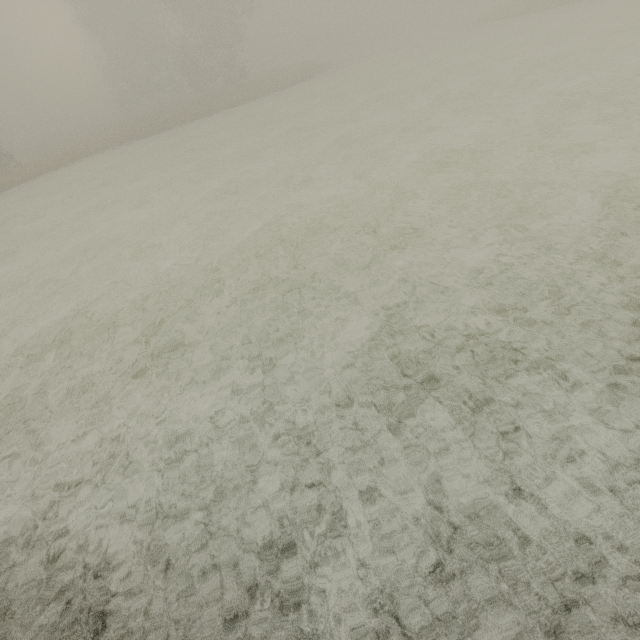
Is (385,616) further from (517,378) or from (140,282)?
(140,282)
